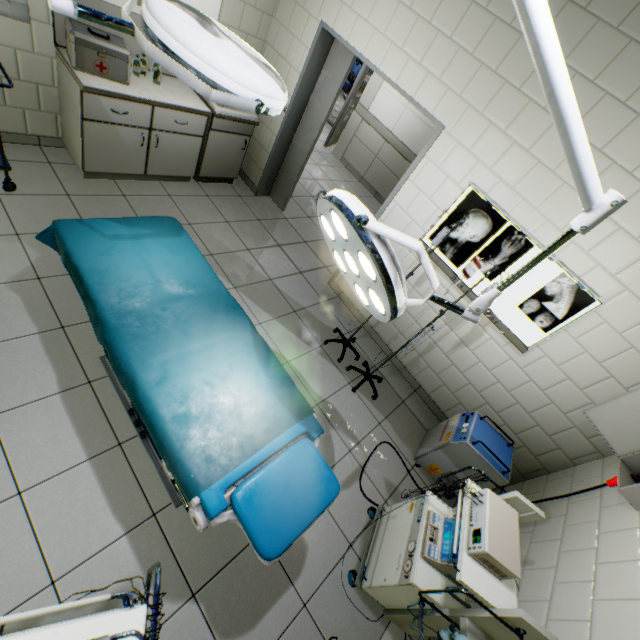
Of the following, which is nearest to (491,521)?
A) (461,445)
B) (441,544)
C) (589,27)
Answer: (441,544)

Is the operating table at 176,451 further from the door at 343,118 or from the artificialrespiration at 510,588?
the door at 343,118

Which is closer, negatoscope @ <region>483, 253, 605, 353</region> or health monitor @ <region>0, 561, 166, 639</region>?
health monitor @ <region>0, 561, 166, 639</region>

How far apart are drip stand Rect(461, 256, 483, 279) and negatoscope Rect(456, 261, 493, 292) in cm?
35

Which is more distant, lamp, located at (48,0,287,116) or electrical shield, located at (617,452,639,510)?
electrical shield, located at (617,452,639,510)

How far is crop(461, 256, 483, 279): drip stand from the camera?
2.28m

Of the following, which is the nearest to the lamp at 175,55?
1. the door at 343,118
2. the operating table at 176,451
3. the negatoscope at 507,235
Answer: the operating table at 176,451

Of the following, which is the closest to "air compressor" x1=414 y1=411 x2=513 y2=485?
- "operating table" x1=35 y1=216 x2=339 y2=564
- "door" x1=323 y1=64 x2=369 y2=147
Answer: "operating table" x1=35 y1=216 x2=339 y2=564
